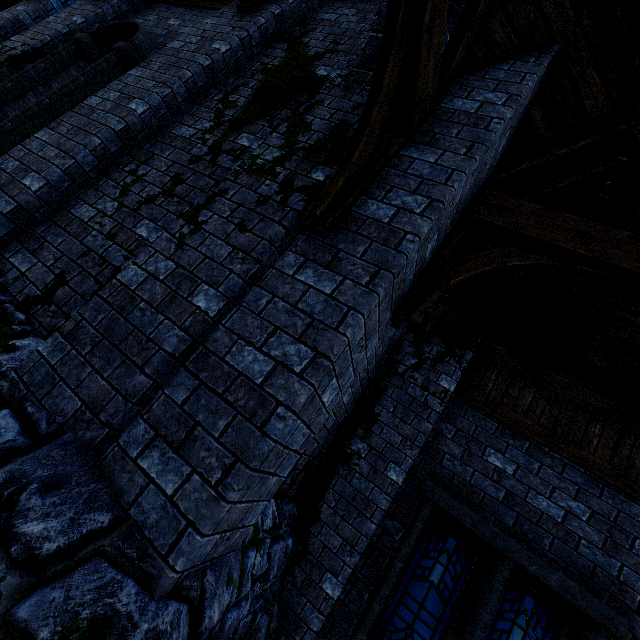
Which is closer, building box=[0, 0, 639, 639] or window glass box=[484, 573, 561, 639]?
building box=[0, 0, 639, 639]

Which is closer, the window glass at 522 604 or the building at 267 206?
the building at 267 206

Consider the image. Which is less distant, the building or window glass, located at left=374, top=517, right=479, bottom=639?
the building

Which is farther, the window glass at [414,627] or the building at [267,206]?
the window glass at [414,627]

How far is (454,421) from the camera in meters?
4.7 m
